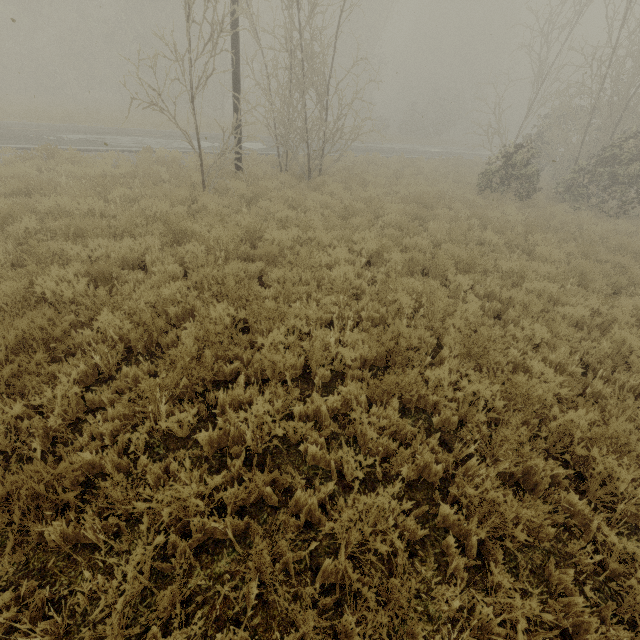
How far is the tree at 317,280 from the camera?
5.9 meters

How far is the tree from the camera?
5.88m

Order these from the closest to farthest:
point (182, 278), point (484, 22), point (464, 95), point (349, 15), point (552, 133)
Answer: point (182, 278) < point (552, 133) < point (349, 15) < point (484, 22) < point (464, 95)
